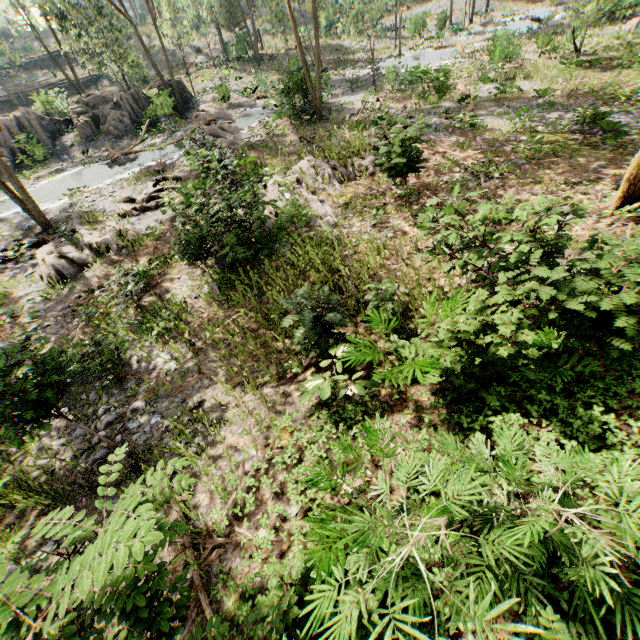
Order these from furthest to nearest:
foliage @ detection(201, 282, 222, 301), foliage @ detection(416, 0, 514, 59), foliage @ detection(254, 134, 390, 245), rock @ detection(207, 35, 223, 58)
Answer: rock @ detection(207, 35, 223, 58), foliage @ detection(416, 0, 514, 59), foliage @ detection(254, 134, 390, 245), foliage @ detection(201, 282, 222, 301)

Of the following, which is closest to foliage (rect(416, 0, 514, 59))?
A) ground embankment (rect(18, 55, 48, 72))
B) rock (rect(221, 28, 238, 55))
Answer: rock (rect(221, 28, 238, 55))

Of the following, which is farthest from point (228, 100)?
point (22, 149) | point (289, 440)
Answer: point (289, 440)

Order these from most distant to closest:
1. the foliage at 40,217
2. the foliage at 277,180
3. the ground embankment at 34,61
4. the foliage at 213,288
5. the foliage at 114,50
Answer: the ground embankment at 34,61 < the foliage at 114,50 < the foliage at 40,217 < the foliage at 277,180 < the foliage at 213,288

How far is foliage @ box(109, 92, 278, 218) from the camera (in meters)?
14.99

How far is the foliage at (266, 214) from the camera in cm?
1001

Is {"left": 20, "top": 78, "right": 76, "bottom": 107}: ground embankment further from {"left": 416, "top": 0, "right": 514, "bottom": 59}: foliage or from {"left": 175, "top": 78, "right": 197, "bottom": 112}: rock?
{"left": 175, "top": 78, "right": 197, "bottom": 112}: rock

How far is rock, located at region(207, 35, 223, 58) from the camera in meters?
44.5
